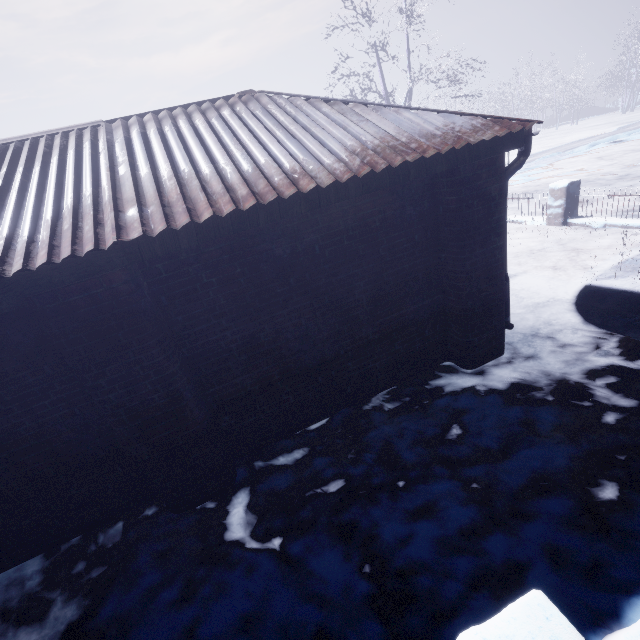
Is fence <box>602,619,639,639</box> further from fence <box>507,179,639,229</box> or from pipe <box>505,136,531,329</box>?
fence <box>507,179,639,229</box>

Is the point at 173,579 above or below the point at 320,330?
below

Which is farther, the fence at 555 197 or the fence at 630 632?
the fence at 555 197

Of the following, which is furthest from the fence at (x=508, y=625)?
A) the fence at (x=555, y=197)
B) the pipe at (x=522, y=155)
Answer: the fence at (x=555, y=197)

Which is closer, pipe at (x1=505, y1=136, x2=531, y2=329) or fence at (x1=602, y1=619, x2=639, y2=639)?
fence at (x1=602, y1=619, x2=639, y2=639)

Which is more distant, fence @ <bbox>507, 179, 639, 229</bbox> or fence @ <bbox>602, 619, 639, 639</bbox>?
fence @ <bbox>507, 179, 639, 229</bbox>

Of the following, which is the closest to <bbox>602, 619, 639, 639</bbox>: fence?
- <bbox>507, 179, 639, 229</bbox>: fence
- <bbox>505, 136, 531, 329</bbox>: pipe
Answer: <bbox>505, 136, 531, 329</bbox>: pipe
